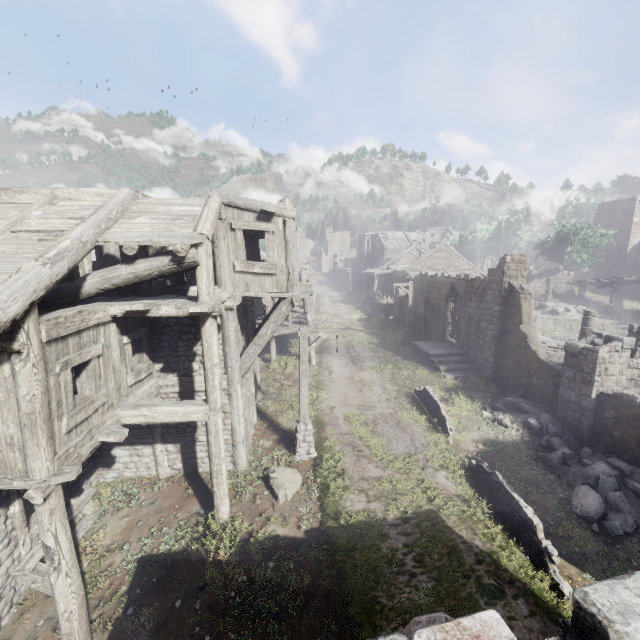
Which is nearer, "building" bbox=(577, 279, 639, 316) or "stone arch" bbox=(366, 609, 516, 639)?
"stone arch" bbox=(366, 609, 516, 639)

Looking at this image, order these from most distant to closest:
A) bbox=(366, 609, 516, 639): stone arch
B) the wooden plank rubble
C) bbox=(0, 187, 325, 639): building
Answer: the wooden plank rubble
bbox=(0, 187, 325, 639): building
bbox=(366, 609, 516, 639): stone arch

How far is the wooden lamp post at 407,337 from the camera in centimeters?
2367cm

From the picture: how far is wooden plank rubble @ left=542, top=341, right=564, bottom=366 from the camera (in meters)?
17.10

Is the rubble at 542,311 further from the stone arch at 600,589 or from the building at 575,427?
the stone arch at 600,589

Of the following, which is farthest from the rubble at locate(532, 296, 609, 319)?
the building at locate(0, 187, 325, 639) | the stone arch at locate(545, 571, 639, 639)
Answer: the stone arch at locate(545, 571, 639, 639)

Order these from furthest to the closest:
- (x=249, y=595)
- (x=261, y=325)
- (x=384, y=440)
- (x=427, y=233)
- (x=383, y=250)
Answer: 1. (x=427, y=233)
2. (x=383, y=250)
3. (x=261, y=325)
4. (x=384, y=440)
5. (x=249, y=595)

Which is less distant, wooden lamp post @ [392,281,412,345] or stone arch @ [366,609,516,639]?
stone arch @ [366,609,516,639]
